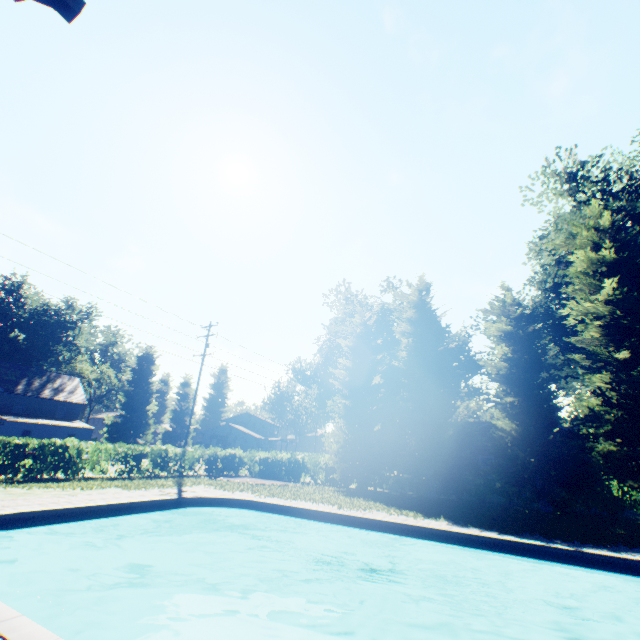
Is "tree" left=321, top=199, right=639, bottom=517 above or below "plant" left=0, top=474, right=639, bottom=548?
above

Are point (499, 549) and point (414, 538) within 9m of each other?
yes

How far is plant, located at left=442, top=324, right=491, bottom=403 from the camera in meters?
40.5

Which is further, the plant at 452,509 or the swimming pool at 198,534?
the plant at 452,509

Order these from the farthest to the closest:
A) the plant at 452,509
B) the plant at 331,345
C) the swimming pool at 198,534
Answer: the plant at 331,345 → the plant at 452,509 → the swimming pool at 198,534

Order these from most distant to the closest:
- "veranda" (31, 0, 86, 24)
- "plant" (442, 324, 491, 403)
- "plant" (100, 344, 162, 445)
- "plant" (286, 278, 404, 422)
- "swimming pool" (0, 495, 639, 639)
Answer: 1. "plant" (100, 344, 162, 445)
2. "plant" (442, 324, 491, 403)
3. "plant" (286, 278, 404, 422)
4. "swimming pool" (0, 495, 639, 639)
5. "veranda" (31, 0, 86, 24)

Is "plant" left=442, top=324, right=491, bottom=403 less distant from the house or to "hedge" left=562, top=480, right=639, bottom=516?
"hedge" left=562, top=480, right=639, bottom=516

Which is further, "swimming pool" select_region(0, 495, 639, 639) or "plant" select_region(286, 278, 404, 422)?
"plant" select_region(286, 278, 404, 422)
